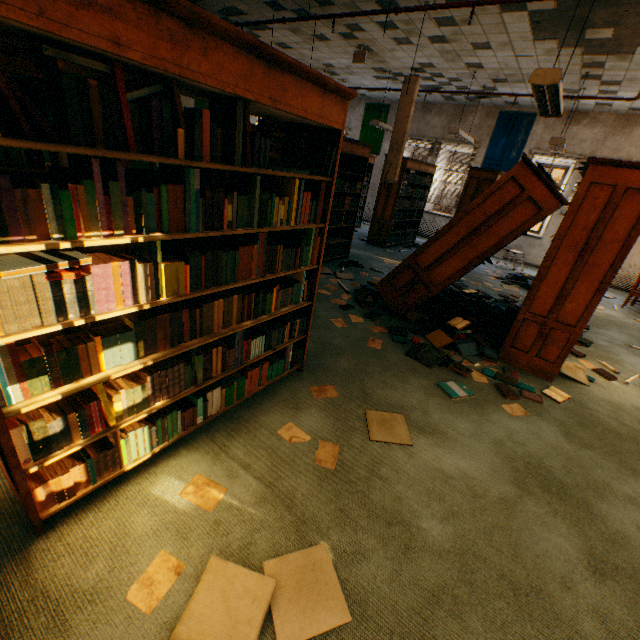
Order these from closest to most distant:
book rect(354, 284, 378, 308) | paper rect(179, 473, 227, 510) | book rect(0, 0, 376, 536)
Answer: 1. book rect(0, 0, 376, 536)
2. paper rect(179, 473, 227, 510)
3. book rect(354, 284, 378, 308)

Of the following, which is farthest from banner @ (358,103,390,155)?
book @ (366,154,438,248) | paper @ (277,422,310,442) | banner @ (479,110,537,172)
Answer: paper @ (277,422,310,442)

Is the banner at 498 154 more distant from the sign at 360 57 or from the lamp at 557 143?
the sign at 360 57

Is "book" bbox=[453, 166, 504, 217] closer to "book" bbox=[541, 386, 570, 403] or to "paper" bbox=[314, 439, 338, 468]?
"book" bbox=[541, 386, 570, 403]

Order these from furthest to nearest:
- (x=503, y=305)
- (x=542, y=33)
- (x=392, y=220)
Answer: A:
1. (x=392, y=220)
2. (x=503, y=305)
3. (x=542, y=33)

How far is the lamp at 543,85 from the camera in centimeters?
307cm

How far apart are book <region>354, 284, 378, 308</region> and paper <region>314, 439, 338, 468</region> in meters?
2.6 m

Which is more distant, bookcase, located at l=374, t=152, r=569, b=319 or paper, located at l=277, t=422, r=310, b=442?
bookcase, located at l=374, t=152, r=569, b=319
